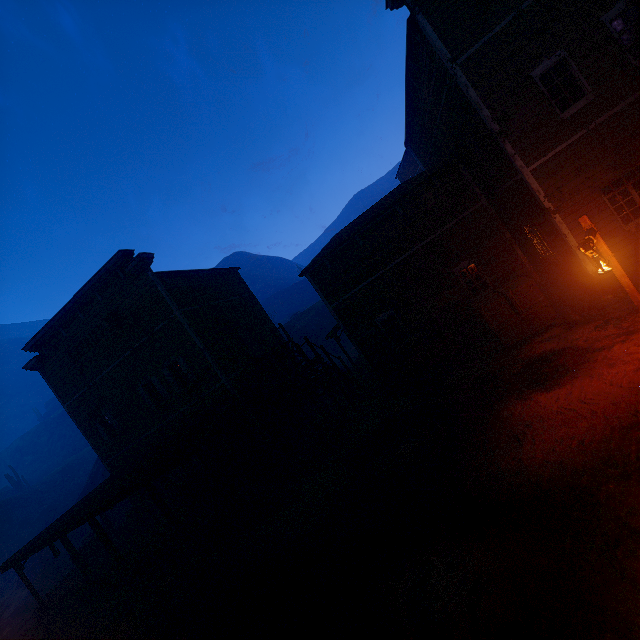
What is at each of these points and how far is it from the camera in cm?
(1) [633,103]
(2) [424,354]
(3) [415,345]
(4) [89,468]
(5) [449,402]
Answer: (1) building, 912
(2) carraige, 1242
(3) barrel, 1255
(4) z, 5206
(5) z, 1100

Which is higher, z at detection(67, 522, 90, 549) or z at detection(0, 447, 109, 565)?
z at detection(0, 447, 109, 565)

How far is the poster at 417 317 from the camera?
14.5 meters

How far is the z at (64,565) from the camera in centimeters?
2267cm

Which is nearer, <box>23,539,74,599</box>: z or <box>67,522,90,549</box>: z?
<box>23,539,74,599</box>: z

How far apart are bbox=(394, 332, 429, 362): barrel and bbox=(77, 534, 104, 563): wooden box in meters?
19.9 m

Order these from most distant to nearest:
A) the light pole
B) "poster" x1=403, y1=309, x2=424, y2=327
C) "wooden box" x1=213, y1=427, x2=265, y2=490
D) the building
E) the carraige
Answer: "poster" x1=403, y1=309, x2=424, y2=327 < "wooden box" x1=213, y1=427, x2=265, y2=490 < the carraige < the building < the light pole

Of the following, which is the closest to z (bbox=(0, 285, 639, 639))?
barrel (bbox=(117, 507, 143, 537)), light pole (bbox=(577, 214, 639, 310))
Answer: light pole (bbox=(577, 214, 639, 310))
